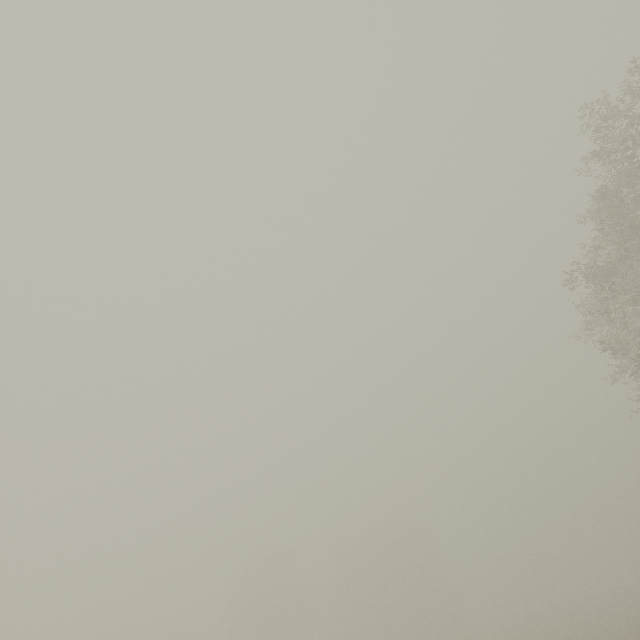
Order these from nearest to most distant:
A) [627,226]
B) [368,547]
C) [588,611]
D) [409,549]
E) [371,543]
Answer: [627,226]
[588,611]
[409,549]
[371,543]
[368,547]
